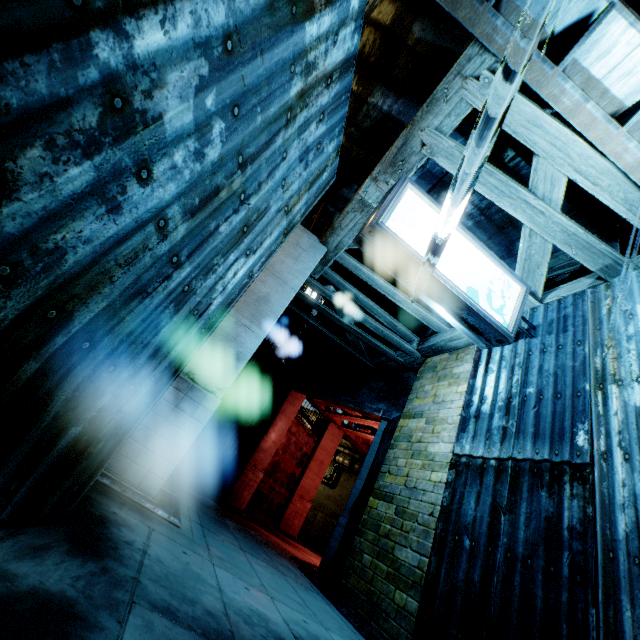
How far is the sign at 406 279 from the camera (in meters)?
4.32

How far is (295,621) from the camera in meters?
3.8 m

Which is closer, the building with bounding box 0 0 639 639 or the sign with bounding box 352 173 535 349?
the building with bounding box 0 0 639 639

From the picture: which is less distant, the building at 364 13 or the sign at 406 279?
the building at 364 13

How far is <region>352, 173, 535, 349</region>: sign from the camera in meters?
4.3
